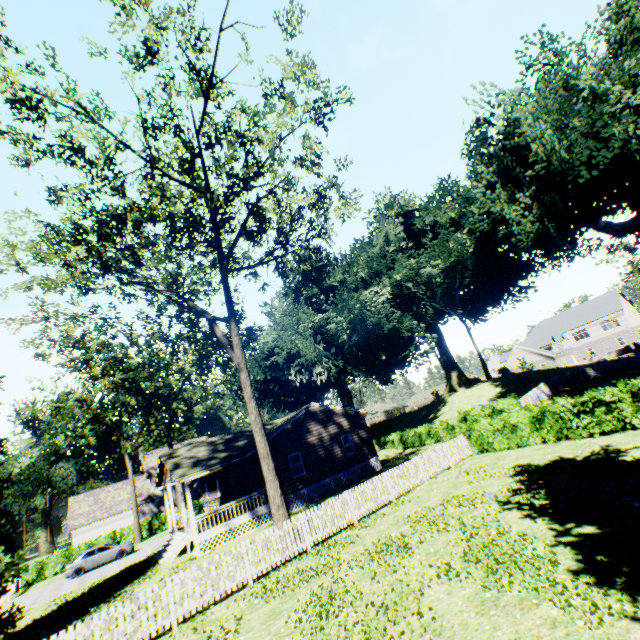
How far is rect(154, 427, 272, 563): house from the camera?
19.69m

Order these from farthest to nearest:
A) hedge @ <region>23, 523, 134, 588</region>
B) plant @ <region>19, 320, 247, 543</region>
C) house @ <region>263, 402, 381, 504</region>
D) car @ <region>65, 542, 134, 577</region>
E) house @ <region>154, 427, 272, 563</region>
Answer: plant @ <region>19, 320, 247, 543</region> < hedge @ <region>23, 523, 134, 588</region> < car @ <region>65, 542, 134, 577</region> < house @ <region>263, 402, 381, 504</region> < house @ <region>154, 427, 272, 563</region>

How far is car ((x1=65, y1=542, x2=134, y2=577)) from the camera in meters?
26.2 m

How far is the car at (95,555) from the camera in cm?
→ 2623

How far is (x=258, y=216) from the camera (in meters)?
14.34

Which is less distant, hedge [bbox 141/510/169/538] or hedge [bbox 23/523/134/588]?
hedge [bbox 23/523/134/588]

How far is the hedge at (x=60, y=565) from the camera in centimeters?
3108cm

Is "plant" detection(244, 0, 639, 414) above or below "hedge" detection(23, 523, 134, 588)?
above
